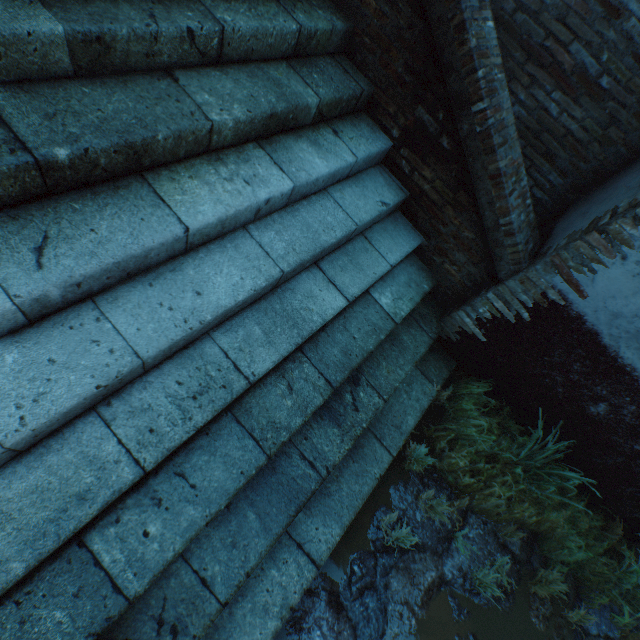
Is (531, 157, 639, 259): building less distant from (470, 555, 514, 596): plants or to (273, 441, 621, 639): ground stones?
(273, 441, 621, 639): ground stones

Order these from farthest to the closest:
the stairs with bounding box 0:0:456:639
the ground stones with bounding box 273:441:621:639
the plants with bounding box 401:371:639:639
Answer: the plants with bounding box 401:371:639:639 → the ground stones with bounding box 273:441:621:639 → the stairs with bounding box 0:0:456:639

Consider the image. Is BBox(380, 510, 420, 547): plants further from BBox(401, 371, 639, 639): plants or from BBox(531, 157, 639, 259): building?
BBox(531, 157, 639, 259): building

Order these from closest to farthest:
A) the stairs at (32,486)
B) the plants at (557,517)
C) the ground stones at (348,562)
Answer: the stairs at (32,486)
the ground stones at (348,562)
the plants at (557,517)

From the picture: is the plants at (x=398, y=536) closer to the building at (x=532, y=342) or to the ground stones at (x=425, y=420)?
the ground stones at (x=425, y=420)

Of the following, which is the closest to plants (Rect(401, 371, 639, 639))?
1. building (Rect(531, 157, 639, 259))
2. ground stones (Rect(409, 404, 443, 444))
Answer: ground stones (Rect(409, 404, 443, 444))

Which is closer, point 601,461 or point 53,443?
point 53,443

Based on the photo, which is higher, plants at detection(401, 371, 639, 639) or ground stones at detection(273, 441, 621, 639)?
plants at detection(401, 371, 639, 639)
